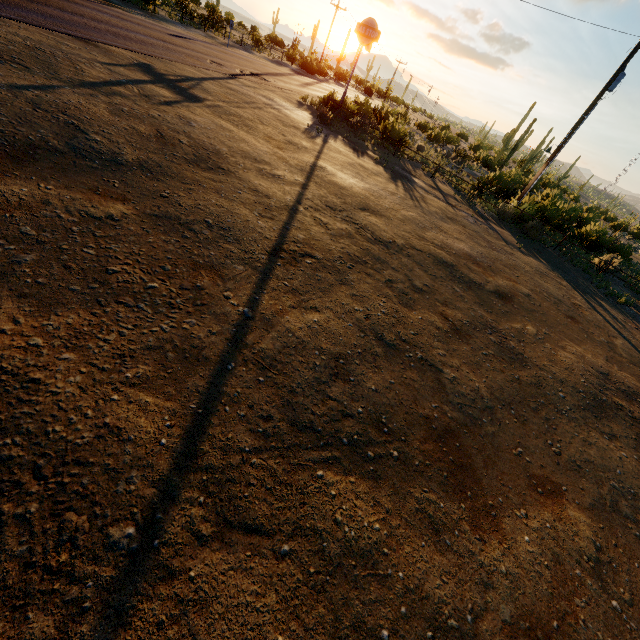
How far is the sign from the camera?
17.00m

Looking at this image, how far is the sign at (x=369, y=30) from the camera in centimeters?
1700cm

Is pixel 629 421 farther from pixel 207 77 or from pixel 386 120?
pixel 386 120
